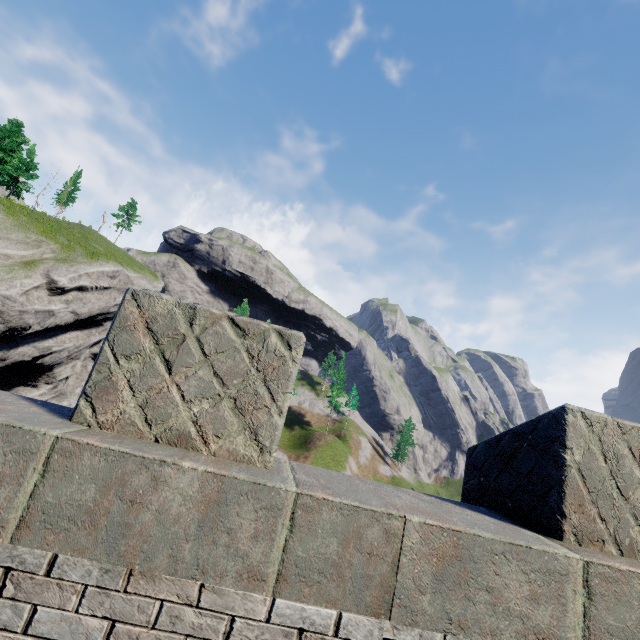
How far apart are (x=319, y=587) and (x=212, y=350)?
1.6 meters

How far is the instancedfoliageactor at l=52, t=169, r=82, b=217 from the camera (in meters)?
53.03

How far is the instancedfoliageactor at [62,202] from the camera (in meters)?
53.03
